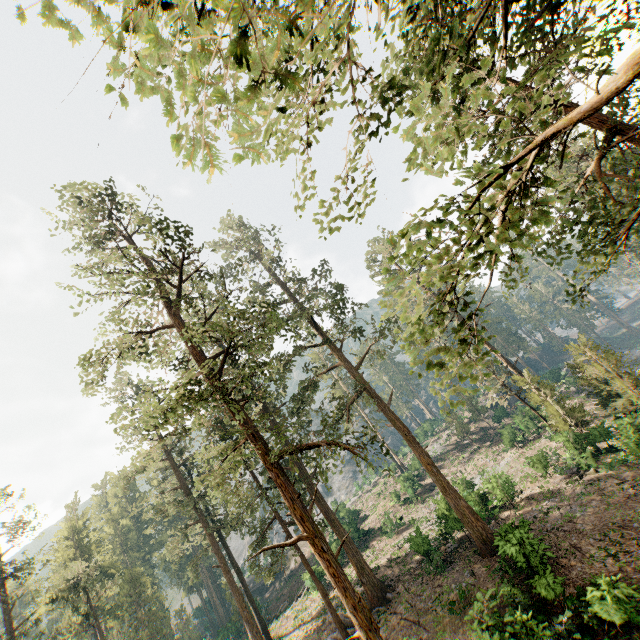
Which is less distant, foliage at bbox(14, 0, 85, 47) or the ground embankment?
foliage at bbox(14, 0, 85, 47)

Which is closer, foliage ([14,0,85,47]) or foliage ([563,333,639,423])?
foliage ([14,0,85,47])

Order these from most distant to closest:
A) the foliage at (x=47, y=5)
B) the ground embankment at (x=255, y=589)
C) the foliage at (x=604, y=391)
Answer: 1. the ground embankment at (x=255, y=589)
2. the foliage at (x=604, y=391)
3. the foliage at (x=47, y=5)

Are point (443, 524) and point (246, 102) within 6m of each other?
no

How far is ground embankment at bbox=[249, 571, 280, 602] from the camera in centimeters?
5539cm

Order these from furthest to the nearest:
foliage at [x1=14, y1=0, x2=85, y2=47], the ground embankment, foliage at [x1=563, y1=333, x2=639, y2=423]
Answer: the ground embankment < foliage at [x1=563, y1=333, x2=639, y2=423] < foliage at [x1=14, y1=0, x2=85, y2=47]

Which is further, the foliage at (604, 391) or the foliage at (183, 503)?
the foliage at (604, 391)
